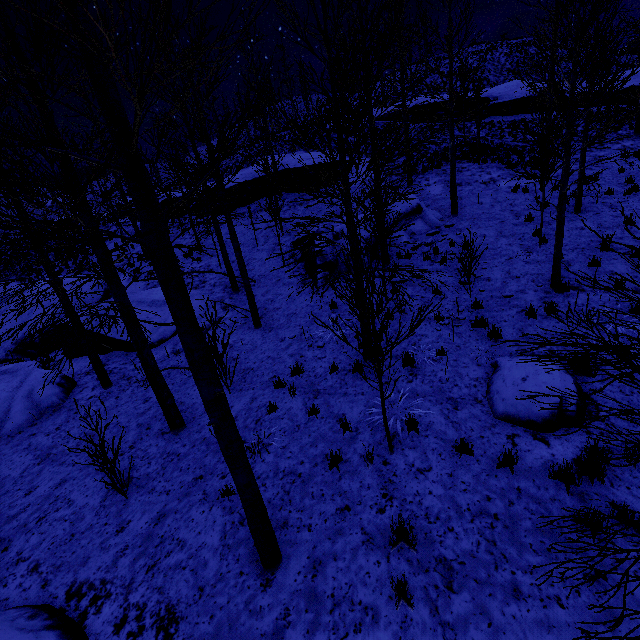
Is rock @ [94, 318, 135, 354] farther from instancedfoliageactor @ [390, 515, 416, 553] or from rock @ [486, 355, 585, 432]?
rock @ [486, 355, 585, 432]

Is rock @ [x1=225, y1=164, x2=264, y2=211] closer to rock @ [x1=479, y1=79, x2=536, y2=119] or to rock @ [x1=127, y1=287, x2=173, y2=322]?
rock @ [x1=479, y1=79, x2=536, y2=119]

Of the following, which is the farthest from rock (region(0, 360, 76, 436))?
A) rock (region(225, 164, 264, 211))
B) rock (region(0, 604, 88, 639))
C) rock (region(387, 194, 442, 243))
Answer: rock (region(225, 164, 264, 211))

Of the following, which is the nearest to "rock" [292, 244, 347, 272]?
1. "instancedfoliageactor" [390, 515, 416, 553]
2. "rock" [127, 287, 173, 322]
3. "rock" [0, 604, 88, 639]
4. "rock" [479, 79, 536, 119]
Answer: "rock" [127, 287, 173, 322]

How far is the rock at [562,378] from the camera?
5.3m

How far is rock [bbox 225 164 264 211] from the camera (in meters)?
21.73

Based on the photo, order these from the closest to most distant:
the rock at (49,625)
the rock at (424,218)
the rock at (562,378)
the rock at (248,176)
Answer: the rock at (49,625)
the rock at (562,378)
the rock at (424,218)
the rock at (248,176)

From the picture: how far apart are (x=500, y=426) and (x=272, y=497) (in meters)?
4.10
